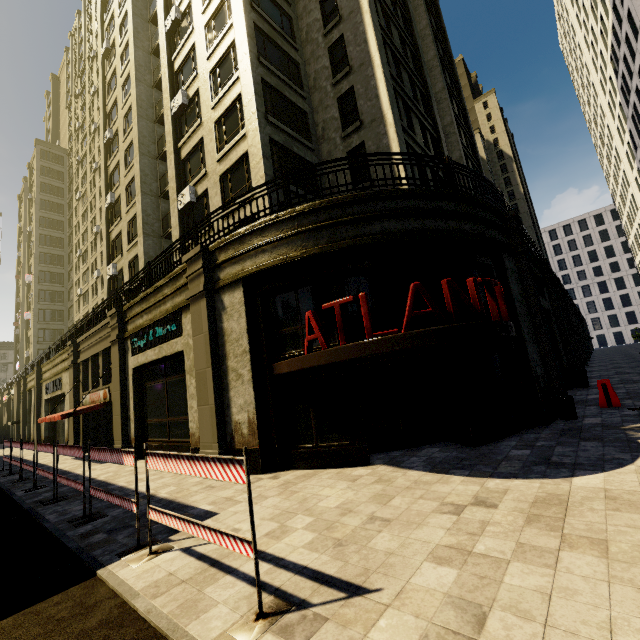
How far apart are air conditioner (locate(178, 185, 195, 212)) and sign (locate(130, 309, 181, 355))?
7.1m

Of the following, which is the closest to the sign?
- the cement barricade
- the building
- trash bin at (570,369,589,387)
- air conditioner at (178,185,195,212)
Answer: the building

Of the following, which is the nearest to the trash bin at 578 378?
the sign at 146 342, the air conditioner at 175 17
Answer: the sign at 146 342

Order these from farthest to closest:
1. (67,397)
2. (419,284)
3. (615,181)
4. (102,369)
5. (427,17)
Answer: (615,181) → (427,17) → (67,397) → (102,369) → (419,284)

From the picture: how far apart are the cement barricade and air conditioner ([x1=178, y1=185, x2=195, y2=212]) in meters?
18.9 m

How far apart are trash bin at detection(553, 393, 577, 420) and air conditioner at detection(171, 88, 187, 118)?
22.06m

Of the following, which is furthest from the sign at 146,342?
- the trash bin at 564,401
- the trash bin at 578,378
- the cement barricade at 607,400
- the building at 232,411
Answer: the trash bin at 578,378

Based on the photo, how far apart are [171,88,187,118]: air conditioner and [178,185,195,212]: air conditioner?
5.0m
